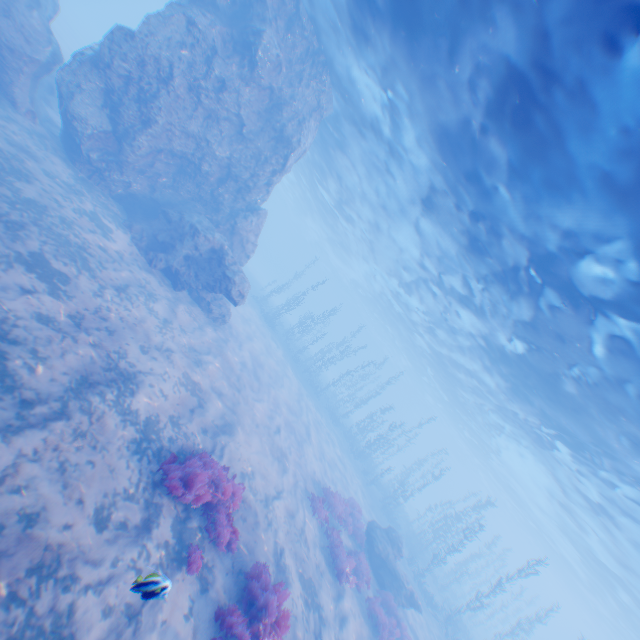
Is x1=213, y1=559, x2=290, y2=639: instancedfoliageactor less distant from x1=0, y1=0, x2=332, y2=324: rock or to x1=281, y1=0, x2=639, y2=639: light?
x1=0, y1=0, x2=332, y2=324: rock

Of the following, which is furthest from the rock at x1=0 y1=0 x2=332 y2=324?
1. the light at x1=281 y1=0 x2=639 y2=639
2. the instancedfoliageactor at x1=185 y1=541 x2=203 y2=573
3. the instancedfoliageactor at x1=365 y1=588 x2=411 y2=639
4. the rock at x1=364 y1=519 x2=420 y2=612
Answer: the rock at x1=364 y1=519 x2=420 y2=612

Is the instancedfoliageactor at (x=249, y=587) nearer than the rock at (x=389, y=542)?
Yes

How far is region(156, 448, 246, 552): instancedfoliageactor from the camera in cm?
729

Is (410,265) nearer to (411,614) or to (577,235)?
(577,235)

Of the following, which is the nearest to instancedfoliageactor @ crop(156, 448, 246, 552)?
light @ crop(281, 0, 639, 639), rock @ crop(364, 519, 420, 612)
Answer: rock @ crop(364, 519, 420, 612)

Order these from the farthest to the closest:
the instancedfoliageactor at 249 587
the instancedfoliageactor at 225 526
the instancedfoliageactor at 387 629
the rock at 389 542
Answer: the rock at 389 542 → the instancedfoliageactor at 387 629 → the instancedfoliageactor at 225 526 → the instancedfoliageactor at 249 587

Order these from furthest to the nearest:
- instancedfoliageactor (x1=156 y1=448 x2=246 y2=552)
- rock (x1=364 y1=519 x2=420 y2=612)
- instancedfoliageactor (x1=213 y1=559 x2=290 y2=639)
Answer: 1. rock (x1=364 y1=519 x2=420 y2=612)
2. instancedfoliageactor (x1=156 y1=448 x2=246 y2=552)
3. instancedfoliageactor (x1=213 y1=559 x2=290 y2=639)
